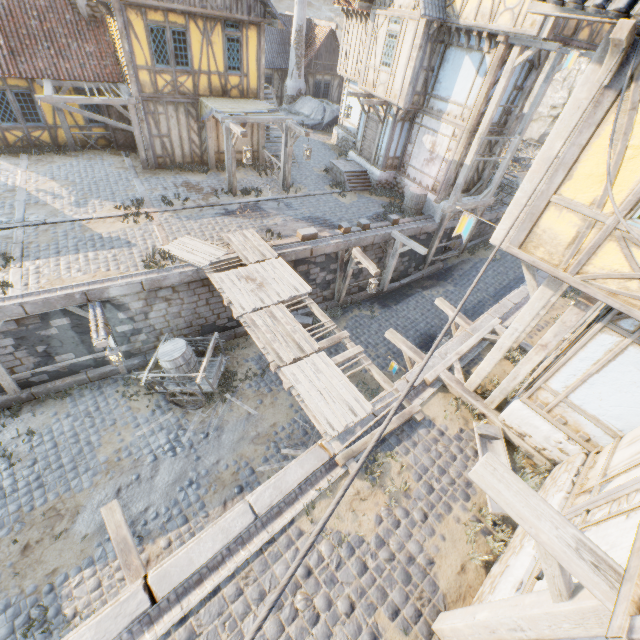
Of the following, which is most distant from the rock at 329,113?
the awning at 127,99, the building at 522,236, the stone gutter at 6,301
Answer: the stone gutter at 6,301

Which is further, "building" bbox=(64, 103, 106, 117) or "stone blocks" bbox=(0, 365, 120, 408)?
"building" bbox=(64, 103, 106, 117)

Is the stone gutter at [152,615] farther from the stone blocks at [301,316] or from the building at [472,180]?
the building at [472,180]

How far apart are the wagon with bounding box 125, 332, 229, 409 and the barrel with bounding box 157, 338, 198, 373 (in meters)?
0.00

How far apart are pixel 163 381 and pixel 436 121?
15.64m

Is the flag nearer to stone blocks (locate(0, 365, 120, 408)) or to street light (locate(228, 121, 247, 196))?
stone blocks (locate(0, 365, 120, 408))

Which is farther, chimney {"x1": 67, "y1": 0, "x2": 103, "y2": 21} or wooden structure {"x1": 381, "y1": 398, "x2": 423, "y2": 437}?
chimney {"x1": 67, "y1": 0, "x2": 103, "y2": 21}

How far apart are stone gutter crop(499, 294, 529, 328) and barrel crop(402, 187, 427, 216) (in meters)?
5.69
